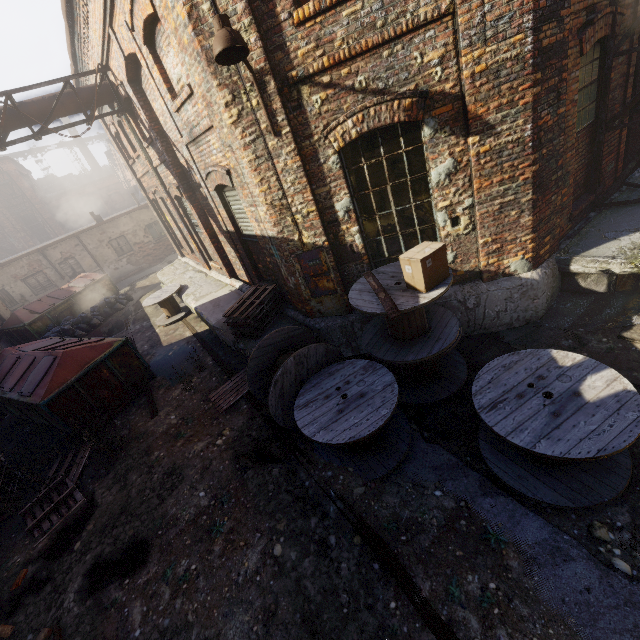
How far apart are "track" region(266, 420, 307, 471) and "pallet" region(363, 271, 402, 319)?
2.5 meters

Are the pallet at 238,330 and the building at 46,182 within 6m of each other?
no

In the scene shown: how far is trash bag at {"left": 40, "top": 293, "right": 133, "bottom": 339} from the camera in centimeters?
1336cm

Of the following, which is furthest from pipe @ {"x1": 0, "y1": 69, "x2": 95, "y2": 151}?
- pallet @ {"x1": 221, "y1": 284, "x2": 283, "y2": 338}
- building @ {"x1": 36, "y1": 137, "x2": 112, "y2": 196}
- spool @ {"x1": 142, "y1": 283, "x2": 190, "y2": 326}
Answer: building @ {"x1": 36, "y1": 137, "x2": 112, "y2": 196}

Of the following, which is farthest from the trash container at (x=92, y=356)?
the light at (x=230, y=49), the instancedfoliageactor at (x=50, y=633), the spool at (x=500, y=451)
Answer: the spool at (x=500, y=451)

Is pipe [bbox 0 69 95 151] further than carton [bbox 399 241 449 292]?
Yes

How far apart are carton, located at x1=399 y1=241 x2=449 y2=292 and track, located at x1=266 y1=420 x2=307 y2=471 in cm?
297

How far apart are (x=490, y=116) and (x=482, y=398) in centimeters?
379cm
